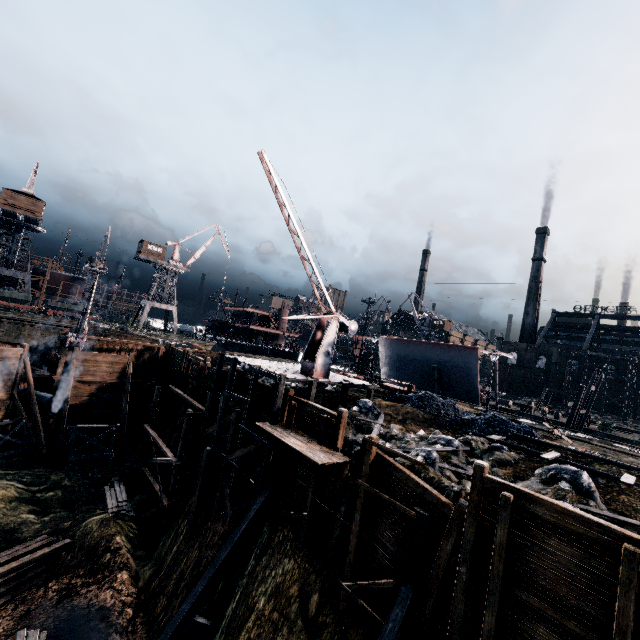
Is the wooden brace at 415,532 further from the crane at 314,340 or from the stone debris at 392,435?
the crane at 314,340

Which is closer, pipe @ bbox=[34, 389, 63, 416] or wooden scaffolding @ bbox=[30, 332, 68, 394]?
pipe @ bbox=[34, 389, 63, 416]

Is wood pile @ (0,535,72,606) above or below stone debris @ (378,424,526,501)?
below

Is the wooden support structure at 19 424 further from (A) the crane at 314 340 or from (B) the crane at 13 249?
(B) the crane at 13 249

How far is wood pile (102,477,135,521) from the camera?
23.39m

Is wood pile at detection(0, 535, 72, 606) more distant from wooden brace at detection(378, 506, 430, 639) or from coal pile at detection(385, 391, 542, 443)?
coal pile at detection(385, 391, 542, 443)

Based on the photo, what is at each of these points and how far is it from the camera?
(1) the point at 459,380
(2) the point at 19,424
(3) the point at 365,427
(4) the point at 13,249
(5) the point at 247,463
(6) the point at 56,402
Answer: (1) ship construction, 40.1 meters
(2) wooden support structure, 25.4 meters
(3) stone debris, 19.3 meters
(4) crane, 53.2 meters
(5) cloth, 20.5 meters
(6) pipe, 28.6 meters

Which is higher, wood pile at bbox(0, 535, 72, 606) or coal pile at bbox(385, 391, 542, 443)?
coal pile at bbox(385, 391, 542, 443)
